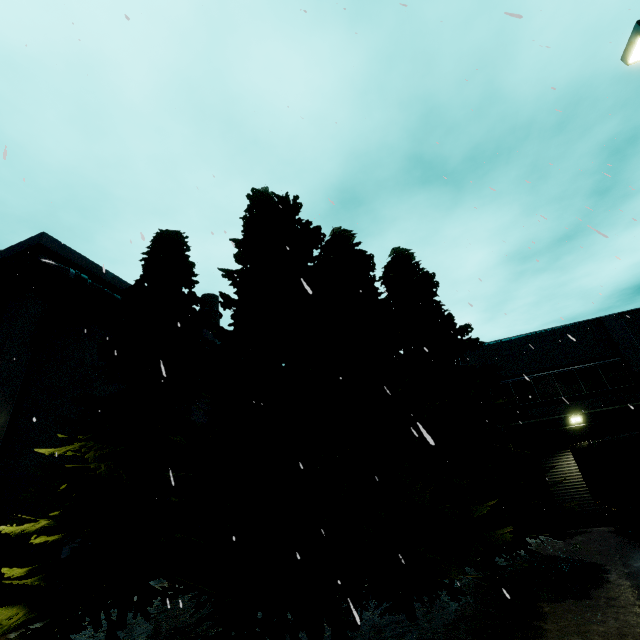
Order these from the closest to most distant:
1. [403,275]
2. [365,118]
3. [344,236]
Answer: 1. [365,118]
2. [344,236]
3. [403,275]

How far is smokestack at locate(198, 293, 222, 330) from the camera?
40.8 meters

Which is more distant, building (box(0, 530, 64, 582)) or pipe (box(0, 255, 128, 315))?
pipe (box(0, 255, 128, 315))

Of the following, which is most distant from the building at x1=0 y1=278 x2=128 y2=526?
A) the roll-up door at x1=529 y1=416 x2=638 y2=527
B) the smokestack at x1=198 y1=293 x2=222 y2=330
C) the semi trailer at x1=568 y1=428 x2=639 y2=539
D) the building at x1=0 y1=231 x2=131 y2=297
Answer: the semi trailer at x1=568 y1=428 x2=639 y2=539

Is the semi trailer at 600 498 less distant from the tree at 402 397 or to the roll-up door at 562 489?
the roll-up door at 562 489

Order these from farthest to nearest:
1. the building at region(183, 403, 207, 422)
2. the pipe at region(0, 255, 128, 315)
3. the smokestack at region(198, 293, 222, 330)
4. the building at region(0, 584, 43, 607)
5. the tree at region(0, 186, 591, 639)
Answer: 1. the smokestack at region(198, 293, 222, 330)
2. the building at region(183, 403, 207, 422)
3. the pipe at region(0, 255, 128, 315)
4. the building at region(0, 584, 43, 607)
5. the tree at region(0, 186, 591, 639)

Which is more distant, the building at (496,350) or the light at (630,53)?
the building at (496,350)

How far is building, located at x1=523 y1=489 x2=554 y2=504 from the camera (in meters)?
16.45
